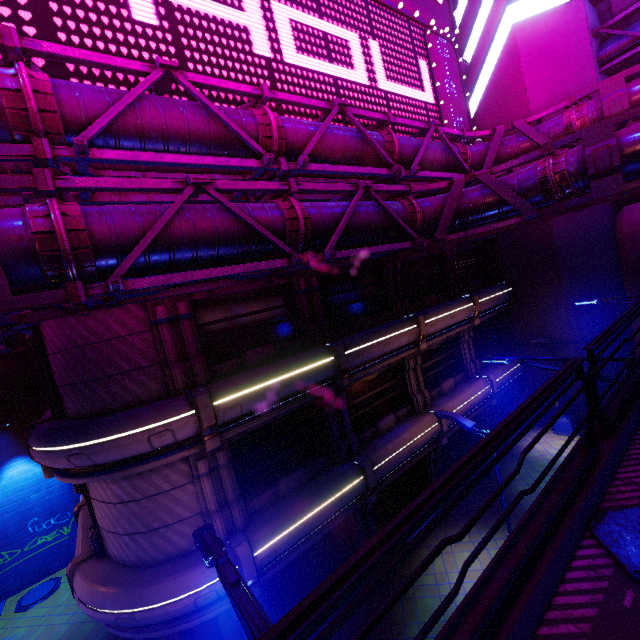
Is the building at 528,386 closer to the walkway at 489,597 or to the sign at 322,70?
the sign at 322,70

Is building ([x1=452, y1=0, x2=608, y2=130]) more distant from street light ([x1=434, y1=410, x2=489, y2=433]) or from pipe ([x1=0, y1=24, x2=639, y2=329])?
street light ([x1=434, y1=410, x2=489, y2=433])

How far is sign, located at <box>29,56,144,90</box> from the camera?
7.0m

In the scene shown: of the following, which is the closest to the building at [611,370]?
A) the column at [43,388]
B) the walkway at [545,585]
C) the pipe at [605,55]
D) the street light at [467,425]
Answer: Answer: the pipe at [605,55]

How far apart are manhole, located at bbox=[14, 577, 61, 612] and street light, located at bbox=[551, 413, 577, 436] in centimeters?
2819cm

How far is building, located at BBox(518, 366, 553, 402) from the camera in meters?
20.1

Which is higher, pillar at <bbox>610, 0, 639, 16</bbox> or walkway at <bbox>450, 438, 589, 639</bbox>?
pillar at <bbox>610, 0, 639, 16</bbox>

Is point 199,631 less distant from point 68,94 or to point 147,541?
point 147,541
